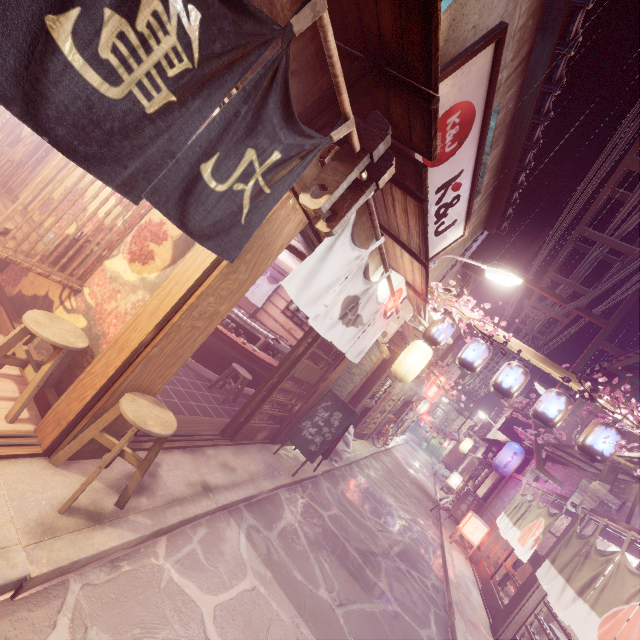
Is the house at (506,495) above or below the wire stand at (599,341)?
below

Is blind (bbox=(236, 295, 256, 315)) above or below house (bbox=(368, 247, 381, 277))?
below

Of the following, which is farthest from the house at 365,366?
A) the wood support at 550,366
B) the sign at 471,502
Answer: the sign at 471,502

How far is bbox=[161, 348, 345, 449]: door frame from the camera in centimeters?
706cm

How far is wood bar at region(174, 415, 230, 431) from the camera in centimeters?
777cm

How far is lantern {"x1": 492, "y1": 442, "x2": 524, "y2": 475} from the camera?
18.88m

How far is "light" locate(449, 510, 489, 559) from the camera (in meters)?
17.16

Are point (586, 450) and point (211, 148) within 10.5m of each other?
no
